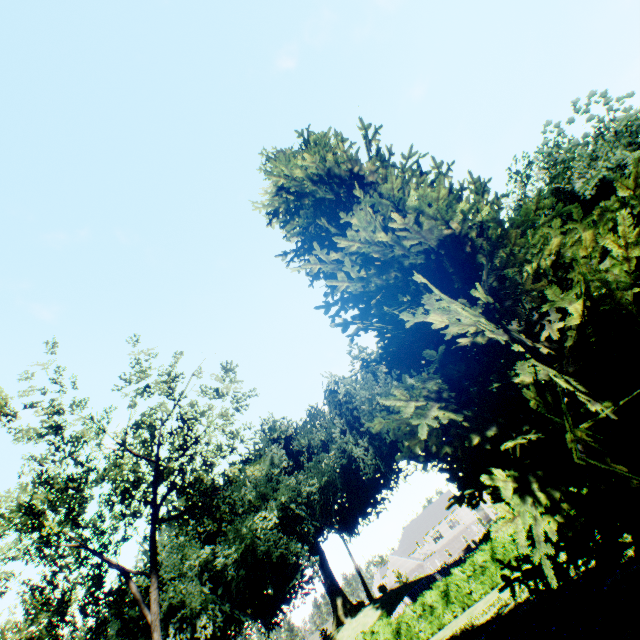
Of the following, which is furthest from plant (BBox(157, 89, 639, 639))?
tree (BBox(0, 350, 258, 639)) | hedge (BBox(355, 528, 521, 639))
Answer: tree (BBox(0, 350, 258, 639))

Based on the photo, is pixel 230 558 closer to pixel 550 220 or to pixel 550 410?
pixel 550 410

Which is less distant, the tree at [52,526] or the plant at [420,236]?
the plant at [420,236]

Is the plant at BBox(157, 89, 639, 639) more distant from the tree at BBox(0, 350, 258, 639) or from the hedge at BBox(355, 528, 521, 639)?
the tree at BBox(0, 350, 258, 639)

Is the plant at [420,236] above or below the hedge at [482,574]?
above

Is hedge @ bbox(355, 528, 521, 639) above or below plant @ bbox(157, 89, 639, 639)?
below

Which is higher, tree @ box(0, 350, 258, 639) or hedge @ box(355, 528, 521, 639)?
tree @ box(0, 350, 258, 639)
